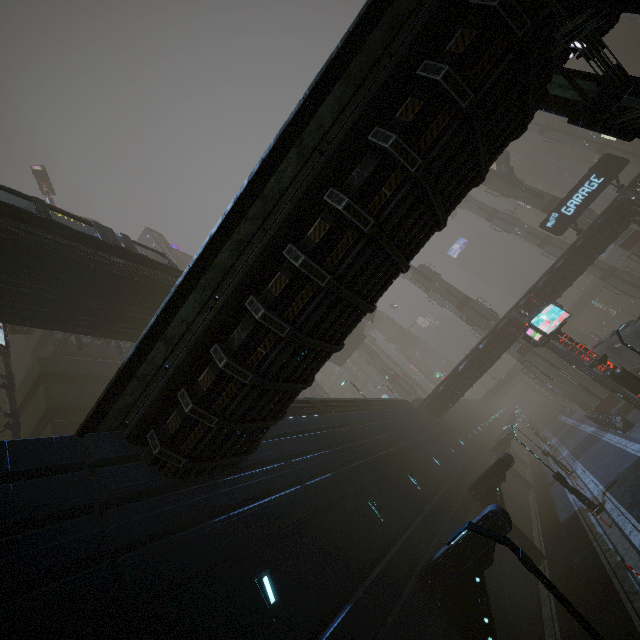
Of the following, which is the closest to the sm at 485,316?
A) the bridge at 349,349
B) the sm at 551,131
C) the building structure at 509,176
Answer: the building structure at 509,176

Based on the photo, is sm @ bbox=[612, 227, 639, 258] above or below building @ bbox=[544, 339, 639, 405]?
above

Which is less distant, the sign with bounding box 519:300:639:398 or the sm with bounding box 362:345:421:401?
the sign with bounding box 519:300:639:398

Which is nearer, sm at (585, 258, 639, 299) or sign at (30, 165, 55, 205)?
sm at (585, 258, 639, 299)

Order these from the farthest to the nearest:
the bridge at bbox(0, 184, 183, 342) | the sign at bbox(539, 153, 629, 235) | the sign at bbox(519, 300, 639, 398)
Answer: the sign at bbox(539, 153, 629, 235) < the sign at bbox(519, 300, 639, 398) < the bridge at bbox(0, 184, 183, 342)

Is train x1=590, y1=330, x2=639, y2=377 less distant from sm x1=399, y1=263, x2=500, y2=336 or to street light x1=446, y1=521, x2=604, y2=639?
sm x1=399, y1=263, x2=500, y2=336

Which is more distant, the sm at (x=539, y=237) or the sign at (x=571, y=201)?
the sm at (x=539, y=237)

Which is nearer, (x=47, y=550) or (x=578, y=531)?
(x=47, y=550)
